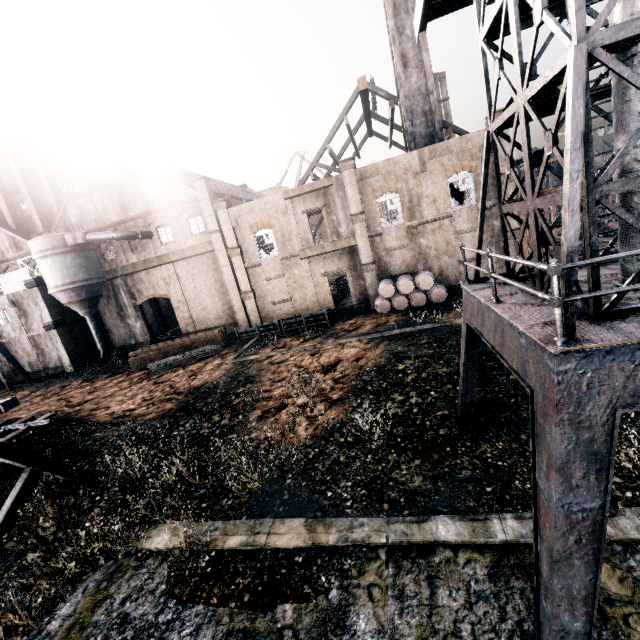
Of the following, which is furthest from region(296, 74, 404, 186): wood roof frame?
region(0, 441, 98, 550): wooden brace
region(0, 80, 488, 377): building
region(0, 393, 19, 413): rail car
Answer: region(0, 80, 488, 377): building

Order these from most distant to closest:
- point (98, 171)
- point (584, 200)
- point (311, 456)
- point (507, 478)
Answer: point (98, 171)
point (311, 456)
point (507, 478)
point (584, 200)

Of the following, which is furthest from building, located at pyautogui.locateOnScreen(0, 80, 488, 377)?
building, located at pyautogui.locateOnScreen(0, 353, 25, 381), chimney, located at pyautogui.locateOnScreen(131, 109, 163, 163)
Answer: chimney, located at pyautogui.locateOnScreen(131, 109, 163, 163)

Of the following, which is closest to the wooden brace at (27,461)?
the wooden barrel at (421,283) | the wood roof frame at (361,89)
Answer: the wooden barrel at (421,283)

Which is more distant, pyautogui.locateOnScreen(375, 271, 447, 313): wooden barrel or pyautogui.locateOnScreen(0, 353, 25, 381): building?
pyautogui.locateOnScreen(0, 353, 25, 381): building

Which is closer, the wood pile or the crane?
the crane

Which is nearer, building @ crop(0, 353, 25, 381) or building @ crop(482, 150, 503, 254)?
building @ crop(482, 150, 503, 254)

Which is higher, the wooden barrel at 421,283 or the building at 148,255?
the building at 148,255
